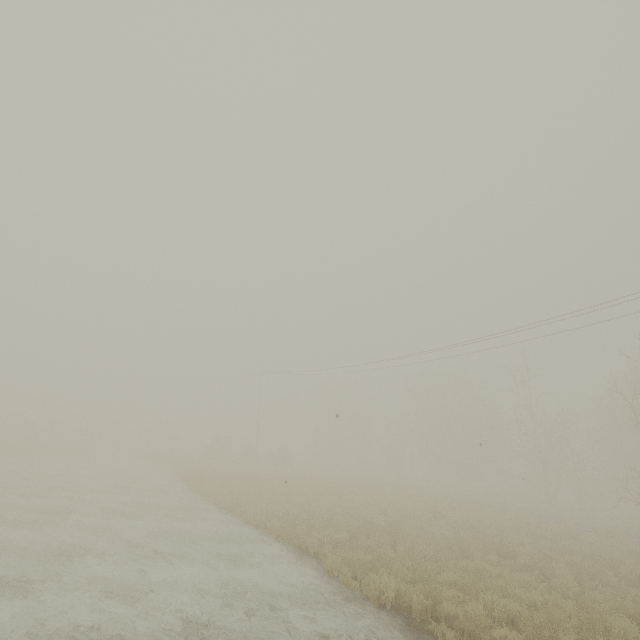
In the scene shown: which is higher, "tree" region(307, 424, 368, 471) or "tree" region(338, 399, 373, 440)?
"tree" region(338, 399, 373, 440)

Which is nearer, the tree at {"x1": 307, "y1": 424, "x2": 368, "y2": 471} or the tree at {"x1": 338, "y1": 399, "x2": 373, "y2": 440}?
A: the tree at {"x1": 307, "y1": 424, "x2": 368, "y2": 471}

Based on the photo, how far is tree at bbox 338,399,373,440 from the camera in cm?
5659

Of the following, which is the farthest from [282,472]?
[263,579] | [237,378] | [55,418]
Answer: [55,418]

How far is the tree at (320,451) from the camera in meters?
54.8

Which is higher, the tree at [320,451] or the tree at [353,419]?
the tree at [353,419]
